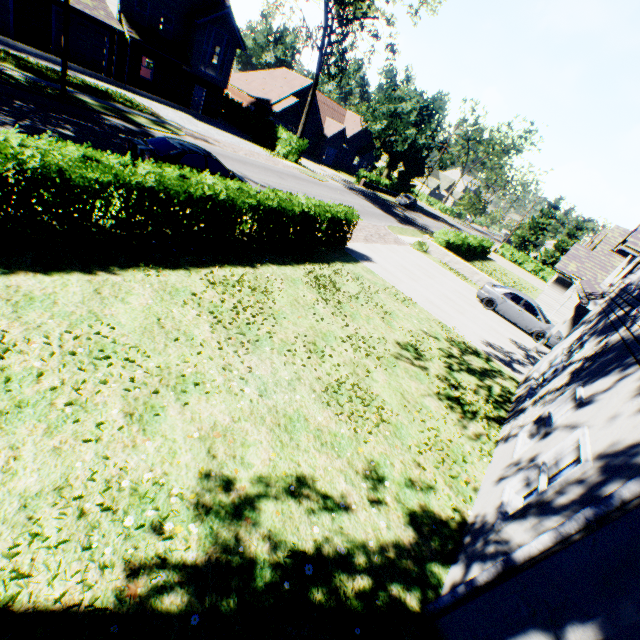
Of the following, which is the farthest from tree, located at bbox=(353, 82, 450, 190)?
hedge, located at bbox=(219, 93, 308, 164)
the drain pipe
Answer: the drain pipe

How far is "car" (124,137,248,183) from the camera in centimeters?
1082cm

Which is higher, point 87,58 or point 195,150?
point 195,150

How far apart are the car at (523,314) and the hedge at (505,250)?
34.8 meters

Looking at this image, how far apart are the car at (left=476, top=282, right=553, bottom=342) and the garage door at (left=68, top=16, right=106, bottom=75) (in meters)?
32.73

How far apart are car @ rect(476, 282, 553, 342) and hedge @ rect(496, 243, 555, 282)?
34.82m

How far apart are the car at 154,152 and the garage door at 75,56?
20.8m

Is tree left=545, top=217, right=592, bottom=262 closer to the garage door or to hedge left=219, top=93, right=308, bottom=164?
hedge left=219, top=93, right=308, bottom=164
